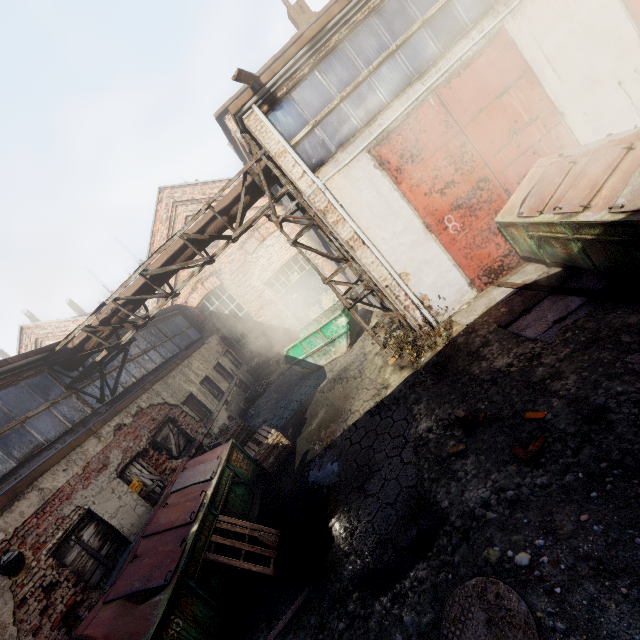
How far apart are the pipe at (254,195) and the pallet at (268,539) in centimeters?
568cm

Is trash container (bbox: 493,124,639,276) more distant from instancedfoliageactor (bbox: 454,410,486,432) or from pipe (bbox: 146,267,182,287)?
pipe (bbox: 146,267,182,287)

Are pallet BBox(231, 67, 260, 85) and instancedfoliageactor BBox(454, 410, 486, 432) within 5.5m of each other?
no

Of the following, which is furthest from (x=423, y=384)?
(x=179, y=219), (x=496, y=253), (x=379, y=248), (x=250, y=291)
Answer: (x=179, y=219)

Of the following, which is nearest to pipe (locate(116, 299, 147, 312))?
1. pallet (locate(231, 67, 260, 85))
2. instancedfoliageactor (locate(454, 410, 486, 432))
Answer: pallet (locate(231, 67, 260, 85))

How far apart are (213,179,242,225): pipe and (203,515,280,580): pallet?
5.7m

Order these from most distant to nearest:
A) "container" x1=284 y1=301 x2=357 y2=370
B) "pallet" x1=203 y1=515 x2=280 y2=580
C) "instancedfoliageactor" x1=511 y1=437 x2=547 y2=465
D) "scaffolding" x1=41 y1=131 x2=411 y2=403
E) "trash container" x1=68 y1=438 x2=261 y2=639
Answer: "container" x1=284 y1=301 x2=357 y2=370, "scaffolding" x1=41 y1=131 x2=411 y2=403, "pallet" x1=203 y1=515 x2=280 y2=580, "trash container" x1=68 y1=438 x2=261 y2=639, "instancedfoliageactor" x1=511 y1=437 x2=547 y2=465

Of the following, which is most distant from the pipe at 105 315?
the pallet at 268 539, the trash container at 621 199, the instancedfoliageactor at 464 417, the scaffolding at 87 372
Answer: the instancedfoliageactor at 464 417
